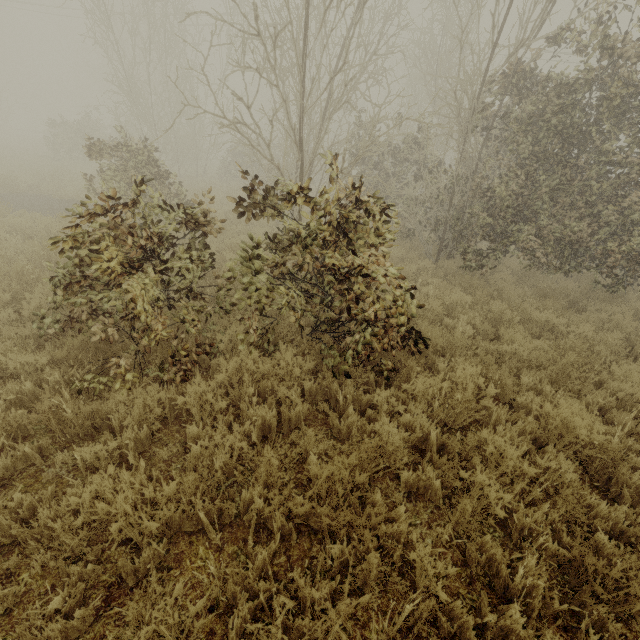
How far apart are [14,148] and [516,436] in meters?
35.9
